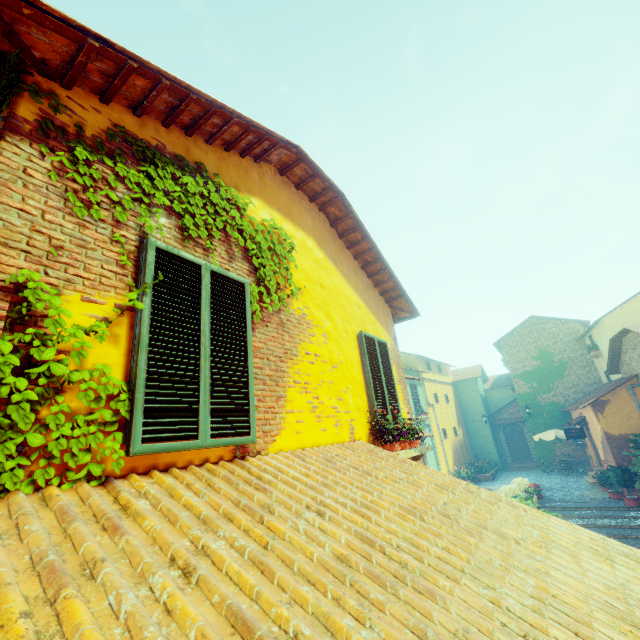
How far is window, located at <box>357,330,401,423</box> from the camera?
5.2 meters

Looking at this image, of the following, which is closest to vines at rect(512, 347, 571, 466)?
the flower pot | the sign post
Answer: the sign post

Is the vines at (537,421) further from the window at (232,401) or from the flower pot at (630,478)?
the window at (232,401)

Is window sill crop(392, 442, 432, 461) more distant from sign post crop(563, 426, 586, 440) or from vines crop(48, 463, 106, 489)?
sign post crop(563, 426, 586, 440)

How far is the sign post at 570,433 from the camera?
17.4m

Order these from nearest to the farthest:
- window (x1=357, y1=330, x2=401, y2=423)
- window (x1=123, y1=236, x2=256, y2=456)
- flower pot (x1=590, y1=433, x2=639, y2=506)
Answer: window (x1=123, y1=236, x2=256, y2=456) → window (x1=357, y1=330, x2=401, y2=423) → flower pot (x1=590, y1=433, x2=639, y2=506)

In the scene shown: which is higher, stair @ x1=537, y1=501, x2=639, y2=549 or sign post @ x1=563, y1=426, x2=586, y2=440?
sign post @ x1=563, y1=426, x2=586, y2=440

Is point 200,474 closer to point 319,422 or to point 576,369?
point 319,422
